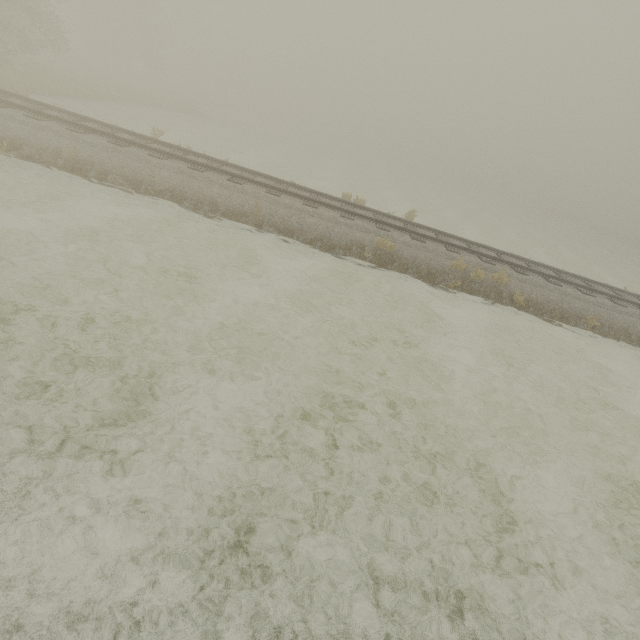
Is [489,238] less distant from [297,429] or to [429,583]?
[297,429]
